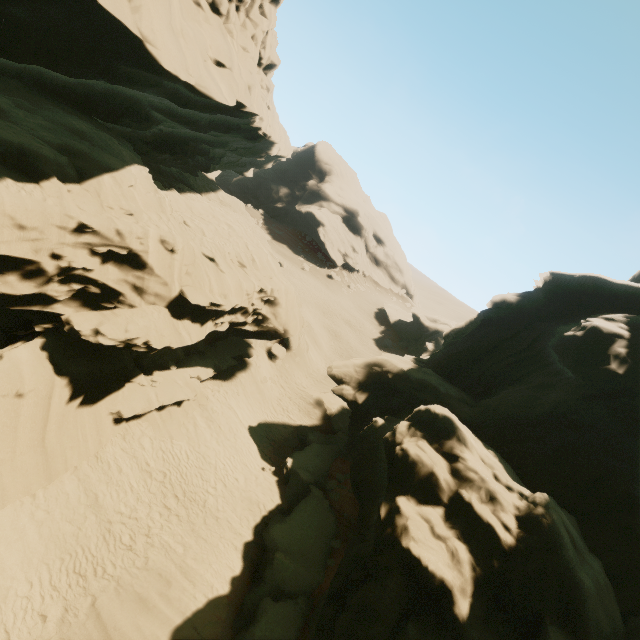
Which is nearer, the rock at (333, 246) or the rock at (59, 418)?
the rock at (59, 418)

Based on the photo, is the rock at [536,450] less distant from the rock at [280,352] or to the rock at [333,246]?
the rock at [280,352]

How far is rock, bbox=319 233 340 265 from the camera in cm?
5875

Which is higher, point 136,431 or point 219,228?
point 219,228

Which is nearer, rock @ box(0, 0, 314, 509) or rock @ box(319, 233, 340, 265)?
rock @ box(0, 0, 314, 509)

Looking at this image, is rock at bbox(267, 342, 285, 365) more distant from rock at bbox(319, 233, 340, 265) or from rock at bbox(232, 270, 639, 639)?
rock at bbox(319, 233, 340, 265)

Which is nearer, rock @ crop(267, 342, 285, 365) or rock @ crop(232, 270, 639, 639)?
rock @ crop(232, 270, 639, 639)
